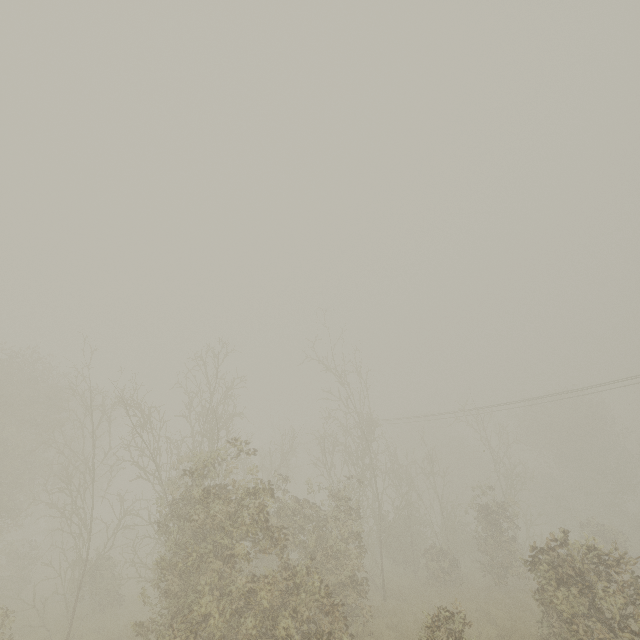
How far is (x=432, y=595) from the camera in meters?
16.9 m
